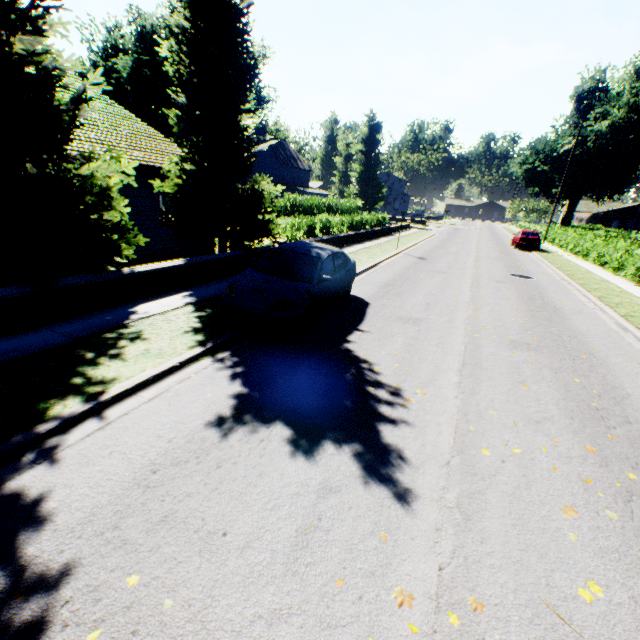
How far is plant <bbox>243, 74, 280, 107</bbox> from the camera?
47.2m

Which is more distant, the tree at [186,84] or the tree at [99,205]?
the tree at [186,84]

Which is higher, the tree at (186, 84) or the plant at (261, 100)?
the plant at (261, 100)

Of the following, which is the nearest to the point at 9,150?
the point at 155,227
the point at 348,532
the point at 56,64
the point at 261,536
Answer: the point at 56,64

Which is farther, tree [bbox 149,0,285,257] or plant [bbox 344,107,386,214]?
plant [bbox 344,107,386,214]

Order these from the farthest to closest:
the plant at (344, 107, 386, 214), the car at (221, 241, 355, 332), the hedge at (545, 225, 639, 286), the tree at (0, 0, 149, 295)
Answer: the plant at (344, 107, 386, 214) < the hedge at (545, 225, 639, 286) < the car at (221, 241, 355, 332) < the tree at (0, 0, 149, 295)

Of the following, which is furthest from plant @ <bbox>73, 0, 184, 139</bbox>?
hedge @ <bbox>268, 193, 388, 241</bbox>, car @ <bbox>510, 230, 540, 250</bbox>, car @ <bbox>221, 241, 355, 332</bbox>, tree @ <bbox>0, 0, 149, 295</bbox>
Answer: car @ <bbox>221, 241, 355, 332</bbox>

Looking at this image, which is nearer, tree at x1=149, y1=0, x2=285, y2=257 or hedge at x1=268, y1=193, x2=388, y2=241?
tree at x1=149, y1=0, x2=285, y2=257
